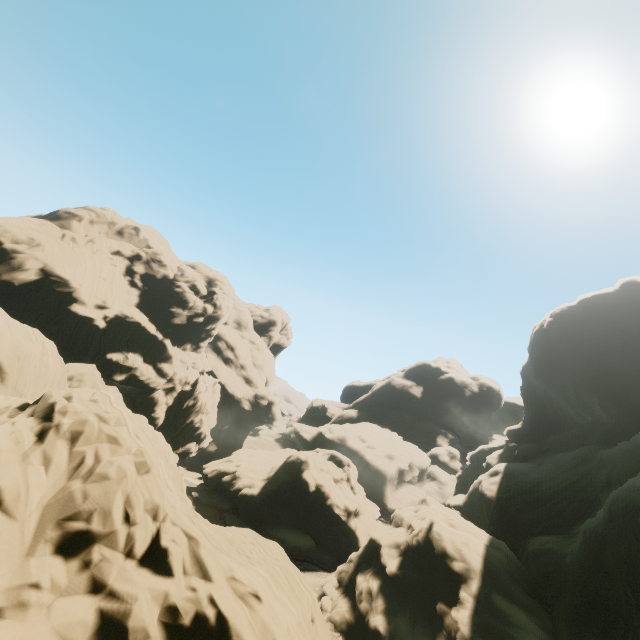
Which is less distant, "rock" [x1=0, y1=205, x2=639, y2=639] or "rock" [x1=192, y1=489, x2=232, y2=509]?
"rock" [x1=0, y1=205, x2=639, y2=639]

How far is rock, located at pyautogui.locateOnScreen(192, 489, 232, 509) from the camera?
44.56m

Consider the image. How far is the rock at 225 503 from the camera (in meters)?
44.56

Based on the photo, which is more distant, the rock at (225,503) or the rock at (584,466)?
the rock at (225,503)

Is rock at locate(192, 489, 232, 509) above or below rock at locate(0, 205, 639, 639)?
below

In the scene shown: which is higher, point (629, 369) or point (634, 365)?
point (634, 365)
